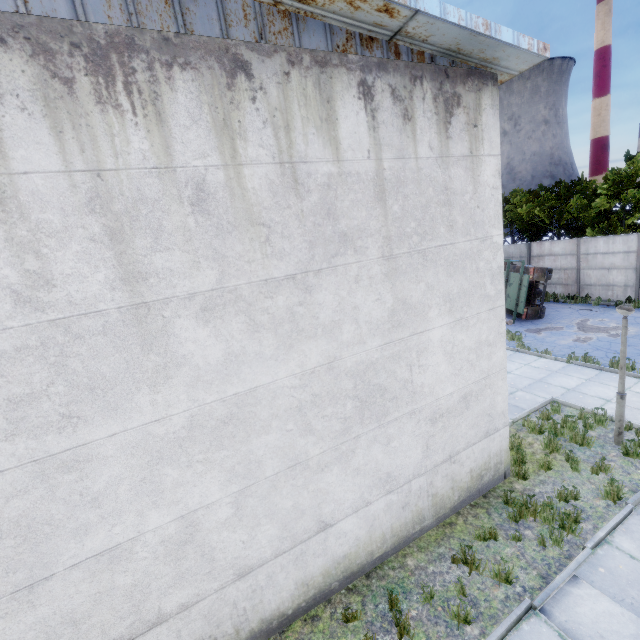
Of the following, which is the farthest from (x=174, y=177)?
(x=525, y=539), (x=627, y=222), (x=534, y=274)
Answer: (x=627, y=222)

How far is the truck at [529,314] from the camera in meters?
16.5

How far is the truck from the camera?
16.5m
